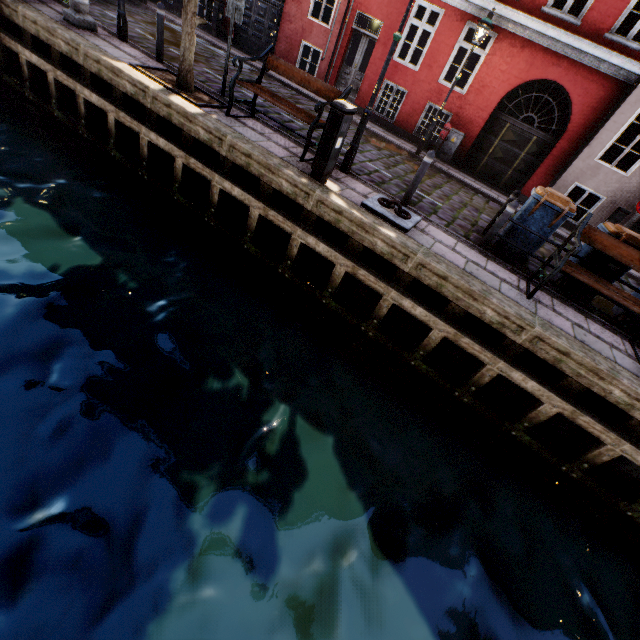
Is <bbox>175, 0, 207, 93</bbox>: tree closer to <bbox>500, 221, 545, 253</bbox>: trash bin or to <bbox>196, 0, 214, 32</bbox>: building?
<bbox>196, 0, 214, 32</bbox>: building

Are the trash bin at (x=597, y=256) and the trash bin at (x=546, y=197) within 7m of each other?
yes

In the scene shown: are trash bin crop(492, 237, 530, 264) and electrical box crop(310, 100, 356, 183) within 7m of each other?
yes

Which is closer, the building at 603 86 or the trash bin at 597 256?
the trash bin at 597 256

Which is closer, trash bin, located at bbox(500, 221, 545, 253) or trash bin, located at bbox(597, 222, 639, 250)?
trash bin, located at bbox(597, 222, 639, 250)

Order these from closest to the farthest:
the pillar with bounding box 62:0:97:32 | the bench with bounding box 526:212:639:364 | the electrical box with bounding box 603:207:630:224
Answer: the bench with bounding box 526:212:639:364, the pillar with bounding box 62:0:97:32, the electrical box with bounding box 603:207:630:224

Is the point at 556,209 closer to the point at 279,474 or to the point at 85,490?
the point at 279,474

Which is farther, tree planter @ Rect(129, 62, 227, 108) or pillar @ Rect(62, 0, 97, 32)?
pillar @ Rect(62, 0, 97, 32)
